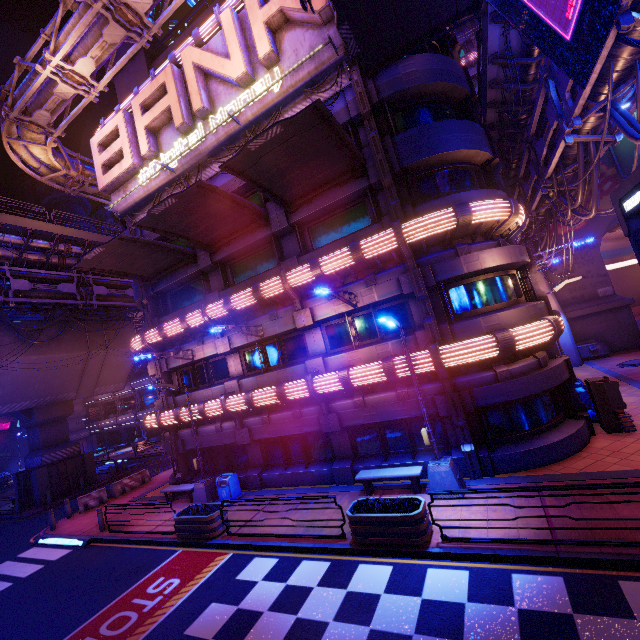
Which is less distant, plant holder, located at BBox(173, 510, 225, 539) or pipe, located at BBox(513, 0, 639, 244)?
pipe, located at BBox(513, 0, 639, 244)

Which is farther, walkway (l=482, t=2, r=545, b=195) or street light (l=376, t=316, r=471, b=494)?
walkway (l=482, t=2, r=545, b=195)

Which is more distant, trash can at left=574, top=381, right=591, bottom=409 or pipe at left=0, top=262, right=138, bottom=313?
pipe at left=0, top=262, right=138, bottom=313

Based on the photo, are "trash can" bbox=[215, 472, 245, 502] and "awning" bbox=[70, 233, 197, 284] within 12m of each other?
yes

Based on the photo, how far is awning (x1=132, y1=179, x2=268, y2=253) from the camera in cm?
1233

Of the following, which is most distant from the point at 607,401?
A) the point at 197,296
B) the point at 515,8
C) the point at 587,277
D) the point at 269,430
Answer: the point at 587,277

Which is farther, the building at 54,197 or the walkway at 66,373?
the building at 54,197

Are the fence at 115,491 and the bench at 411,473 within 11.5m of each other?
no
